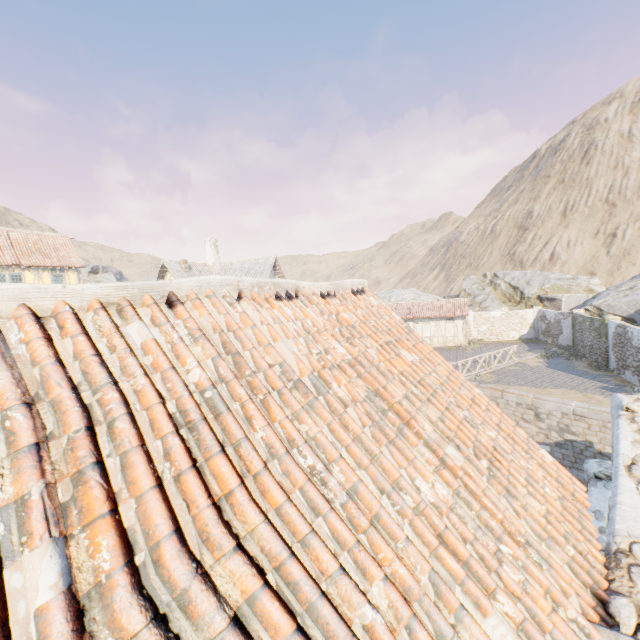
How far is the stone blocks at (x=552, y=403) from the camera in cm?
1365

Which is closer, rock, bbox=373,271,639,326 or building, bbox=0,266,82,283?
building, bbox=0,266,82,283

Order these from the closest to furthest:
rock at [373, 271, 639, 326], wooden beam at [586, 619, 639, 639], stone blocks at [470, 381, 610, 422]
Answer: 1. wooden beam at [586, 619, 639, 639]
2. stone blocks at [470, 381, 610, 422]
3. rock at [373, 271, 639, 326]

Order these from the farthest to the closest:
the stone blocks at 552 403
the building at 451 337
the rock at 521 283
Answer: the building at 451 337, the rock at 521 283, the stone blocks at 552 403

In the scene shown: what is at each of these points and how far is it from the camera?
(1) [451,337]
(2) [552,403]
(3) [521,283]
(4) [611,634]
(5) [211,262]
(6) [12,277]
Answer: (1) building, 31.25m
(2) stone blocks, 15.05m
(3) rock, 35.31m
(4) wooden beam, 2.36m
(5) chimney, 31.17m
(6) building, 23.05m

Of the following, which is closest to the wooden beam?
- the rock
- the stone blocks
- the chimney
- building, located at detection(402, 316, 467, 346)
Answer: the stone blocks

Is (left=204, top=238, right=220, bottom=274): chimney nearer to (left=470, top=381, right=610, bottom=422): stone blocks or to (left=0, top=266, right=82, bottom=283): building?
(left=470, top=381, right=610, bottom=422): stone blocks

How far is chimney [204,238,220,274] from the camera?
31.1m
